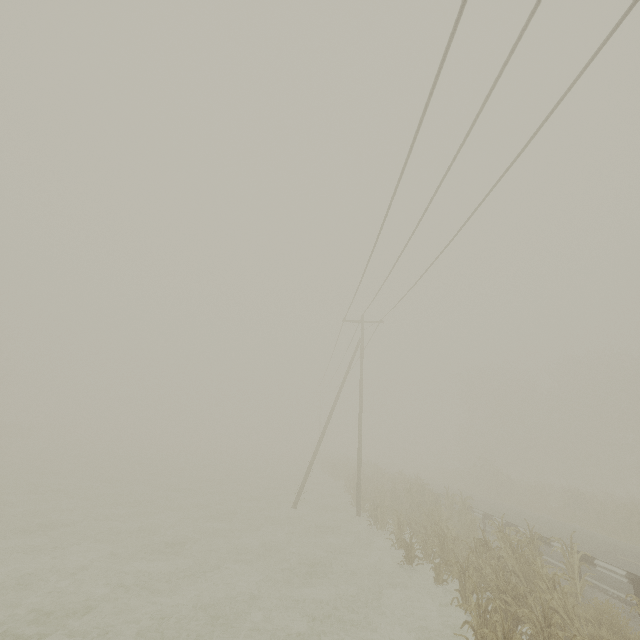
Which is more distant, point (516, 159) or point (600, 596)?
point (600, 596)

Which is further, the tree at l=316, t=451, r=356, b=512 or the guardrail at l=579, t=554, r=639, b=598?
the tree at l=316, t=451, r=356, b=512

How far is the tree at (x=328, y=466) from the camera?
24.67m

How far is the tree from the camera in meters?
24.7 m

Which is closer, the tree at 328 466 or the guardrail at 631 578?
the guardrail at 631 578
